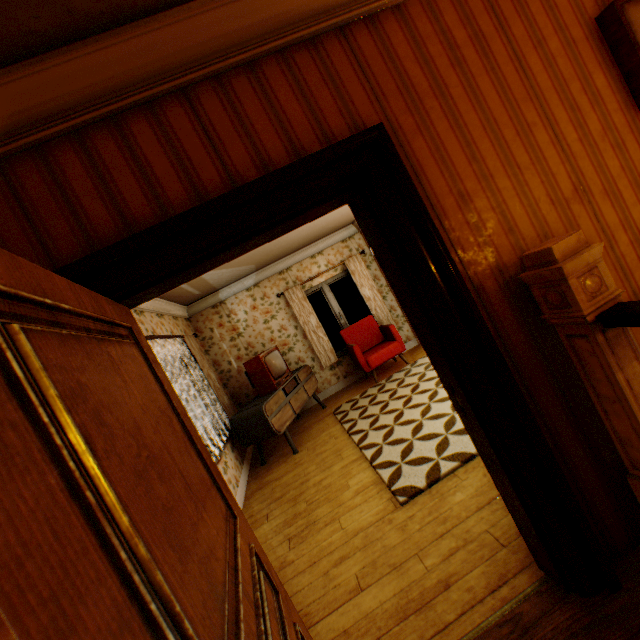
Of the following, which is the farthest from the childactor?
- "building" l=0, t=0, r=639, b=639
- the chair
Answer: the chair

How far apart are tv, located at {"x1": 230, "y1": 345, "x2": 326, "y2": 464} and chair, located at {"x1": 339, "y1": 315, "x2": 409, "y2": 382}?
0.87m

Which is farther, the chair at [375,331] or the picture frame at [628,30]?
the chair at [375,331]

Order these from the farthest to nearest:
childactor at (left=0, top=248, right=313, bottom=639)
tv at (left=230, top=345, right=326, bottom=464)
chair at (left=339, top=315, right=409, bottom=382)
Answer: chair at (left=339, top=315, right=409, bottom=382) < tv at (left=230, top=345, right=326, bottom=464) < childactor at (left=0, top=248, right=313, bottom=639)

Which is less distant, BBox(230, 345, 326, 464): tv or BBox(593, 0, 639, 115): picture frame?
BBox(593, 0, 639, 115): picture frame

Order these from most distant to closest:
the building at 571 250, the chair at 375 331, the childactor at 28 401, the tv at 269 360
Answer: the chair at 375 331
the tv at 269 360
the building at 571 250
the childactor at 28 401

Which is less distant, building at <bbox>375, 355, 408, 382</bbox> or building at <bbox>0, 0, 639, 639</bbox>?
building at <bbox>0, 0, 639, 639</bbox>

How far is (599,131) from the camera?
1.7 meters
